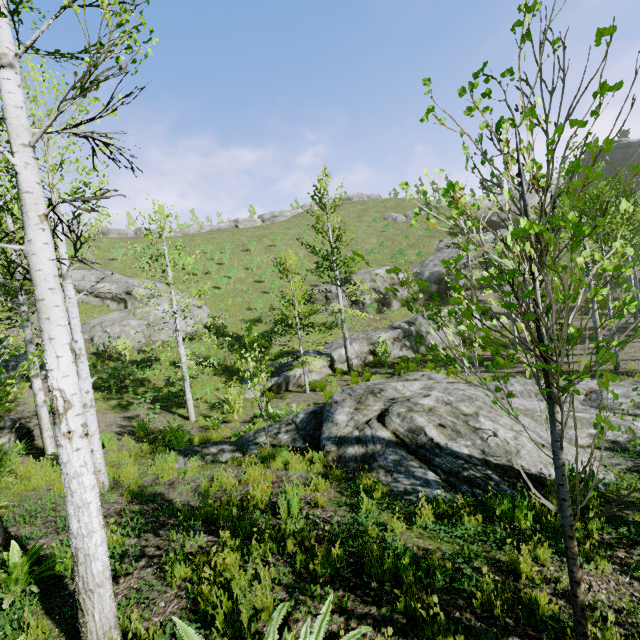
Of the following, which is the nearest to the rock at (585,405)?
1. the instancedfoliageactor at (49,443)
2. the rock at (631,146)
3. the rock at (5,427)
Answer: the instancedfoliageactor at (49,443)

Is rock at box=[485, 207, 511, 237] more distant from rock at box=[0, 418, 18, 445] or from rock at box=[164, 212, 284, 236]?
rock at box=[0, 418, 18, 445]

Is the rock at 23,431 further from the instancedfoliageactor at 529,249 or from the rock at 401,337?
the rock at 401,337

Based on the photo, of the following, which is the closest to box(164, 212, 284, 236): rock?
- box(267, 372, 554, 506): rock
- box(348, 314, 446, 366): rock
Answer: box(348, 314, 446, 366): rock

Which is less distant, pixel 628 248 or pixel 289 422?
pixel 628 248

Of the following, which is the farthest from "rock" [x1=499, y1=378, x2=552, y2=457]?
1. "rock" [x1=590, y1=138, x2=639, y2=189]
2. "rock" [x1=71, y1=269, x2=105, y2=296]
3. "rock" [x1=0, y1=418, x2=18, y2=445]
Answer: "rock" [x1=590, y1=138, x2=639, y2=189]

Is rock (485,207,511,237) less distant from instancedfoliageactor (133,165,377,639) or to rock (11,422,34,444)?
instancedfoliageactor (133,165,377,639)

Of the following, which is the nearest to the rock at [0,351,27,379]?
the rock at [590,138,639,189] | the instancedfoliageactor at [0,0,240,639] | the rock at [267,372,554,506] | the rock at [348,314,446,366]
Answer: the instancedfoliageactor at [0,0,240,639]
